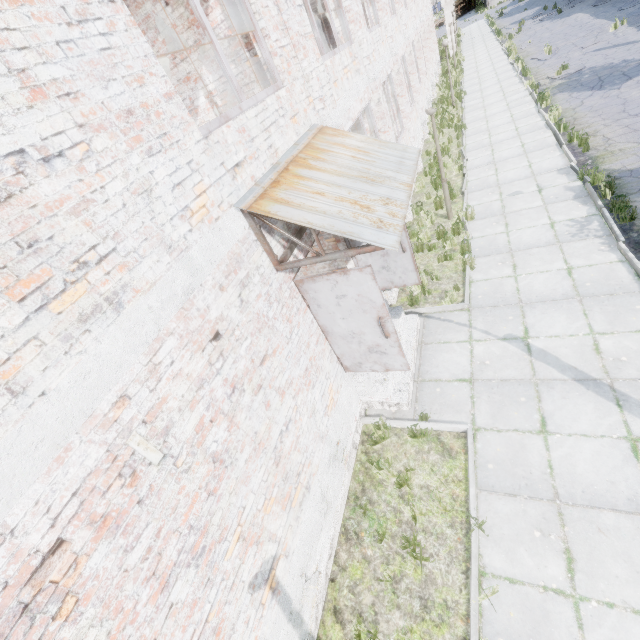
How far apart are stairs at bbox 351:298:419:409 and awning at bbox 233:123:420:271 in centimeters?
280cm

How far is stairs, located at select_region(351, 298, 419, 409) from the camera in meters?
6.1 m

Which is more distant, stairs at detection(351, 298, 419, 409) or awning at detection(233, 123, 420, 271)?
stairs at detection(351, 298, 419, 409)

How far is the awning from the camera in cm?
368

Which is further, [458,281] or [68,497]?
[458,281]

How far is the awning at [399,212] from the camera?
3.68m

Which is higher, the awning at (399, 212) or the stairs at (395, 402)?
the awning at (399, 212)

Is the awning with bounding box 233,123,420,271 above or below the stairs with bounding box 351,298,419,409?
above
